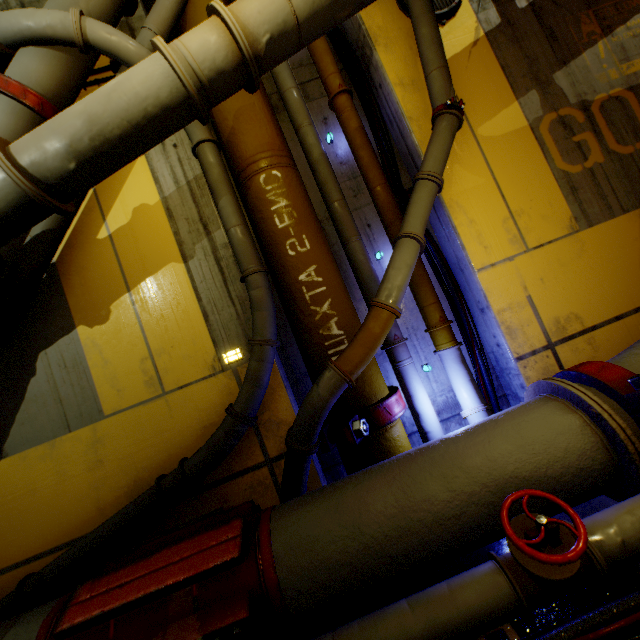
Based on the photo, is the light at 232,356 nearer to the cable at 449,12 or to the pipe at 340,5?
the pipe at 340,5

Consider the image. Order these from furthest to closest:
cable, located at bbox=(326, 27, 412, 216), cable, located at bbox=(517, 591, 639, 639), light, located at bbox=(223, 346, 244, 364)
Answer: cable, located at bbox=(326, 27, 412, 216), light, located at bbox=(223, 346, 244, 364), cable, located at bbox=(517, 591, 639, 639)

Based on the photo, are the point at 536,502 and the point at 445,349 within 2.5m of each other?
yes

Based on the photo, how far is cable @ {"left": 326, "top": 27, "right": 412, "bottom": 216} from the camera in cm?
405

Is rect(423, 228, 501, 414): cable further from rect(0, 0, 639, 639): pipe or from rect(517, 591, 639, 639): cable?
rect(517, 591, 639, 639): cable

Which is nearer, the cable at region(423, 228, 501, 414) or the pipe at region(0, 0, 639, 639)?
the pipe at region(0, 0, 639, 639)

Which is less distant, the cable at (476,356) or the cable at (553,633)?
the cable at (553,633)
